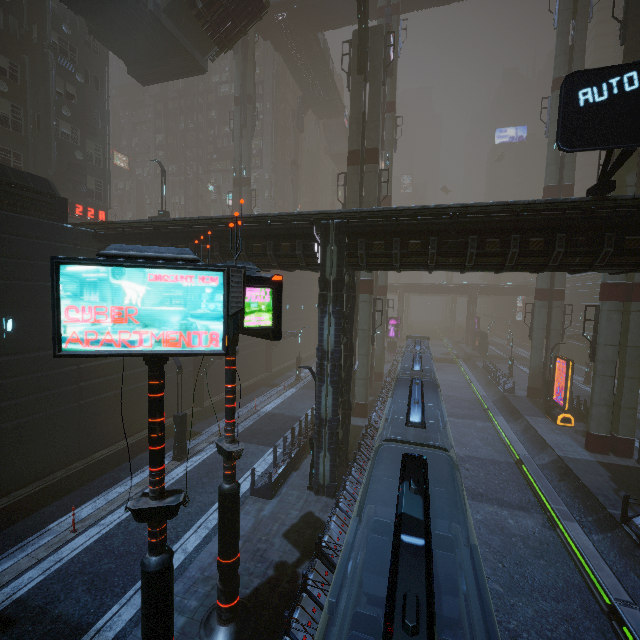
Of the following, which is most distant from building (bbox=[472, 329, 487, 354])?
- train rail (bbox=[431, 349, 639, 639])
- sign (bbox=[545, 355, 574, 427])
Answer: sign (bbox=[545, 355, 574, 427])

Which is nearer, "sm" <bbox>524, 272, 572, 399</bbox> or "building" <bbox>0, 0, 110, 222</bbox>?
"building" <bbox>0, 0, 110, 222</bbox>

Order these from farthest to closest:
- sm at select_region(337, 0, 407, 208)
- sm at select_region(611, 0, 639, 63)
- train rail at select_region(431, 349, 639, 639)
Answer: sm at select_region(337, 0, 407, 208), sm at select_region(611, 0, 639, 63), train rail at select_region(431, 349, 639, 639)

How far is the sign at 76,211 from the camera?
25.9 meters

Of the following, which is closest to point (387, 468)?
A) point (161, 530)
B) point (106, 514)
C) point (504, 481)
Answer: point (161, 530)

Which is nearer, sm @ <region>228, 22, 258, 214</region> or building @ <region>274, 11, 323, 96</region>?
sm @ <region>228, 22, 258, 214</region>

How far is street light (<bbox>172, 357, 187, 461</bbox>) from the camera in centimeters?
1662cm

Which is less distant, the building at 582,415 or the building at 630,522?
the building at 630,522
